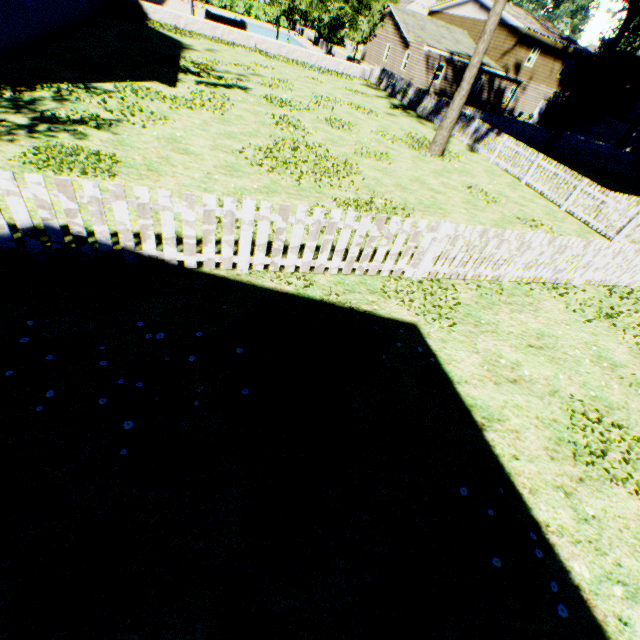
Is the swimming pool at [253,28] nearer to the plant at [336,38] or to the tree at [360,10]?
the tree at [360,10]

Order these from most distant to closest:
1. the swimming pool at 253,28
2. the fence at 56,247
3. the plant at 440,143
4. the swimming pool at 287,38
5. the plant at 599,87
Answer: the swimming pool at 253,28
the swimming pool at 287,38
the plant at 599,87
the plant at 440,143
the fence at 56,247

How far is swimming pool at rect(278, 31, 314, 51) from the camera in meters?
37.0 m

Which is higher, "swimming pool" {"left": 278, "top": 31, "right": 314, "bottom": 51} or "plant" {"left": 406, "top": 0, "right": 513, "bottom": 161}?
"plant" {"left": 406, "top": 0, "right": 513, "bottom": 161}

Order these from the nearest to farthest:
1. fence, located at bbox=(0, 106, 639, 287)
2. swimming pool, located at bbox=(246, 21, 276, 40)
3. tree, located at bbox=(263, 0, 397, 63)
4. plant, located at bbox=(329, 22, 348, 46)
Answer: fence, located at bbox=(0, 106, 639, 287) < tree, located at bbox=(263, 0, 397, 63) < swimming pool, located at bbox=(246, 21, 276, 40) < plant, located at bbox=(329, 22, 348, 46)

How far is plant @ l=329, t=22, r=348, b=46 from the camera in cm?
4834

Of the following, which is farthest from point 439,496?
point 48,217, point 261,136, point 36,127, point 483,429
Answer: point 261,136
